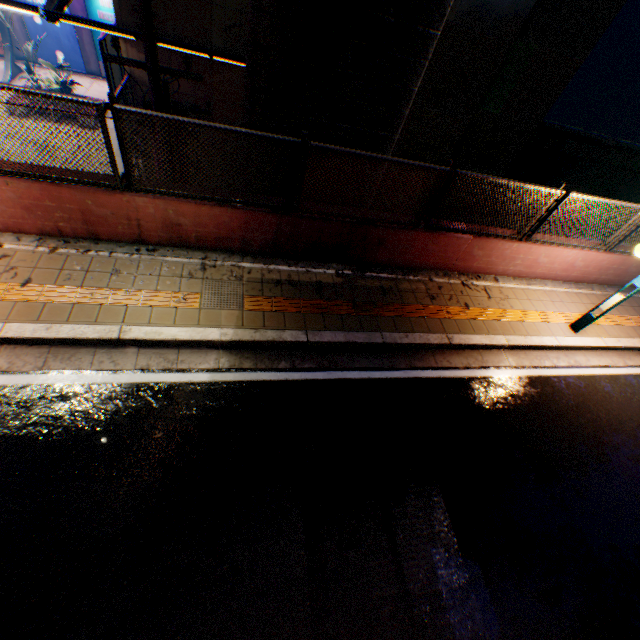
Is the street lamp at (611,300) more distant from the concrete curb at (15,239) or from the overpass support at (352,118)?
the overpass support at (352,118)

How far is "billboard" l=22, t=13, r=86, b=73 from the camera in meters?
19.2 m

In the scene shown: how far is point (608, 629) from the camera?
4.0m

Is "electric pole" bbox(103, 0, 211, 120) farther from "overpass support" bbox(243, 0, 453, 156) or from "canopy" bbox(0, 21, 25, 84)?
"canopy" bbox(0, 21, 25, 84)

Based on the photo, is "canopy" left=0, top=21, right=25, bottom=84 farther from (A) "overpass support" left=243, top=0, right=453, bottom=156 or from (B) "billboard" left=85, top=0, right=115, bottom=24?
(A) "overpass support" left=243, top=0, right=453, bottom=156

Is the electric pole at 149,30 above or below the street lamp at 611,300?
above

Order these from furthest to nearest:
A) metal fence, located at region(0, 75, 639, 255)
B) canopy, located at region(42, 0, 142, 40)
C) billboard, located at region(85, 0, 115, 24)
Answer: billboard, located at region(85, 0, 115, 24), canopy, located at region(42, 0, 142, 40), metal fence, located at region(0, 75, 639, 255)

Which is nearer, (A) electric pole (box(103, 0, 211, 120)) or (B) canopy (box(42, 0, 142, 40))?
(A) electric pole (box(103, 0, 211, 120))
